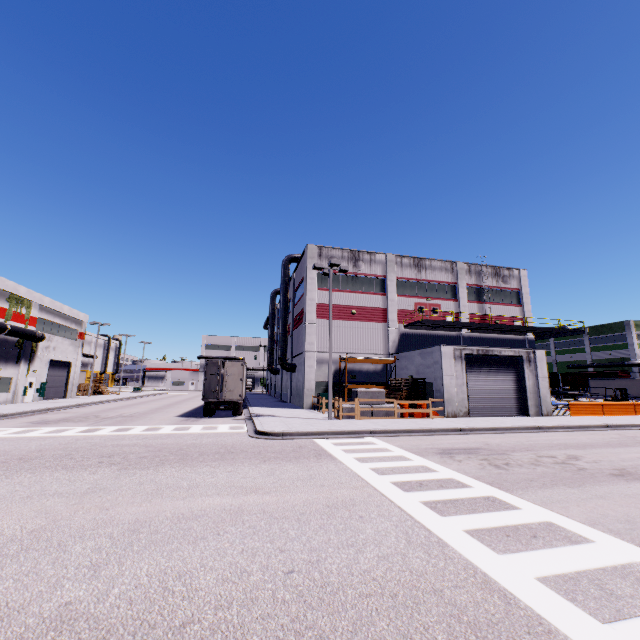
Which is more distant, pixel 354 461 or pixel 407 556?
pixel 354 461

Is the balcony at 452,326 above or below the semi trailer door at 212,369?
above

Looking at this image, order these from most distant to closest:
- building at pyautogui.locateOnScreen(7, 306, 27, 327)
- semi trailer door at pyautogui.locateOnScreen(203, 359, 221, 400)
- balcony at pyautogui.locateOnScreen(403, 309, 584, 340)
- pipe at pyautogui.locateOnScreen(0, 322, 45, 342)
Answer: building at pyautogui.locateOnScreen(7, 306, 27, 327)
balcony at pyautogui.locateOnScreen(403, 309, 584, 340)
pipe at pyautogui.locateOnScreen(0, 322, 45, 342)
semi trailer door at pyautogui.locateOnScreen(203, 359, 221, 400)

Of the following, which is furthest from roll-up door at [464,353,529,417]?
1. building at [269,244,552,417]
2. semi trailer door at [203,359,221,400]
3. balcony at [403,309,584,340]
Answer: semi trailer door at [203,359,221,400]

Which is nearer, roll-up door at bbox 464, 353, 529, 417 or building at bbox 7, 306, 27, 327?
roll-up door at bbox 464, 353, 529, 417

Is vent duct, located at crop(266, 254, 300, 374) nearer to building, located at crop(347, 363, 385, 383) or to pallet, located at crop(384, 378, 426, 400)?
building, located at crop(347, 363, 385, 383)

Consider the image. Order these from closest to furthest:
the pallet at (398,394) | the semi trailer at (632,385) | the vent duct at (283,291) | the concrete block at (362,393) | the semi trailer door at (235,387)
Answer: the concrete block at (362,393), the semi trailer door at (235,387), the pallet at (398,394), the vent duct at (283,291), the semi trailer at (632,385)

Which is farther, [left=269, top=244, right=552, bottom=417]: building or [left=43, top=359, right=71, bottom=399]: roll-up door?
[left=43, top=359, right=71, bottom=399]: roll-up door
